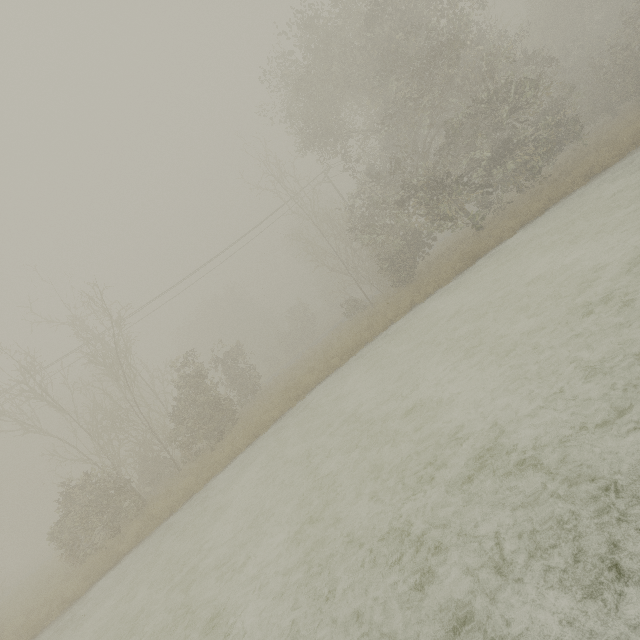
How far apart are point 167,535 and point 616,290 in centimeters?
1507cm
